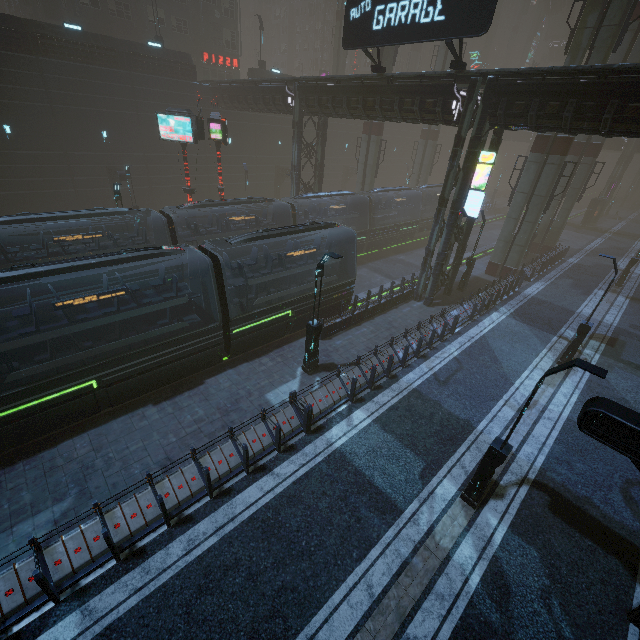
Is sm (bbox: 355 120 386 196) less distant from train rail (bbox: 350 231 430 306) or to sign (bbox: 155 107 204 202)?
train rail (bbox: 350 231 430 306)

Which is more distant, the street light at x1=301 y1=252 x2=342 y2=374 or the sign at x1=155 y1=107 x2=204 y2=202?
the sign at x1=155 y1=107 x2=204 y2=202

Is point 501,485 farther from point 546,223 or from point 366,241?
point 546,223

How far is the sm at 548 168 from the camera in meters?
21.5 m

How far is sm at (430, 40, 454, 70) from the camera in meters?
33.2

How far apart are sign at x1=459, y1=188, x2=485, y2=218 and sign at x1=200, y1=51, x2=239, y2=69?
38.4 meters

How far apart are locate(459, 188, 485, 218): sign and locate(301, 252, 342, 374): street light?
10.2 meters

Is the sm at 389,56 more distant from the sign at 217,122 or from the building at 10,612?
the sign at 217,122
